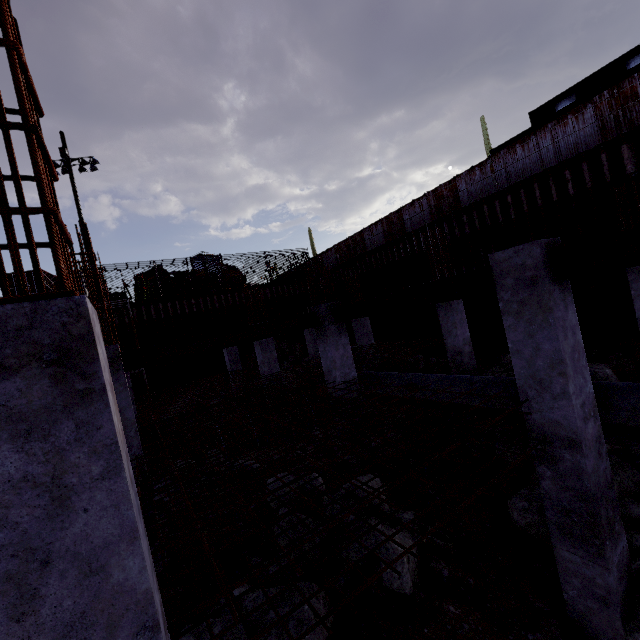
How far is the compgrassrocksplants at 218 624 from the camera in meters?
4.3 m

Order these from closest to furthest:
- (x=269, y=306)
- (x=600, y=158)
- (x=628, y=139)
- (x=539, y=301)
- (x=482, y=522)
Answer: (x=539, y=301), (x=482, y=522), (x=628, y=139), (x=600, y=158), (x=269, y=306)

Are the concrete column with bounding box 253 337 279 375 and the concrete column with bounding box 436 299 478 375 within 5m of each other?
no

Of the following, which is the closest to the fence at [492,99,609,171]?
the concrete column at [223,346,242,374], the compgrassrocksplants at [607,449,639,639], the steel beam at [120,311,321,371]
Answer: the concrete column at [223,346,242,374]

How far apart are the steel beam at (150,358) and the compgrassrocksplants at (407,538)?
3.21m

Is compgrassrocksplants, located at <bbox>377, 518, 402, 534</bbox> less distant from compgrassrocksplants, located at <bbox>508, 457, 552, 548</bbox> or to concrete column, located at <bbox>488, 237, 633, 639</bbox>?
compgrassrocksplants, located at <bbox>508, 457, 552, 548</bbox>

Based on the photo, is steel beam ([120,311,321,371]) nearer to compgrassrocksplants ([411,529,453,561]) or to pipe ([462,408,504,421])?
pipe ([462,408,504,421])

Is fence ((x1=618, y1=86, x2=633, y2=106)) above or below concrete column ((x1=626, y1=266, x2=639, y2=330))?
above
